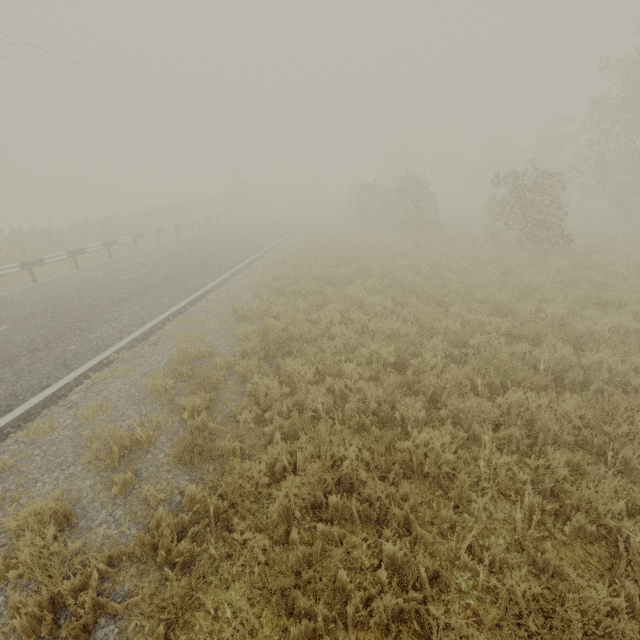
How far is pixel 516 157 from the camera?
41.3 meters

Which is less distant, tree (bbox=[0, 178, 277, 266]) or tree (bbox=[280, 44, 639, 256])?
tree (bbox=[280, 44, 639, 256])

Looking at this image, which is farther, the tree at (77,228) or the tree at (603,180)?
the tree at (77,228)
